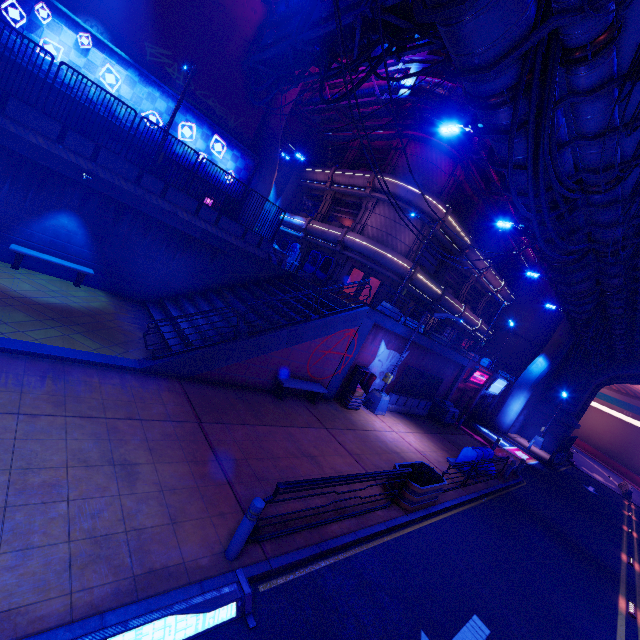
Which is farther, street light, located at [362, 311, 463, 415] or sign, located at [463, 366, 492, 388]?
sign, located at [463, 366, 492, 388]

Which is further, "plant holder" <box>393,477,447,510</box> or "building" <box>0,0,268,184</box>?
"building" <box>0,0,268,184</box>

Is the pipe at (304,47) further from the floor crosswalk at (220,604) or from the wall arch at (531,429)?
the floor crosswalk at (220,604)

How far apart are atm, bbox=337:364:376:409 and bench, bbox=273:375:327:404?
1.8m

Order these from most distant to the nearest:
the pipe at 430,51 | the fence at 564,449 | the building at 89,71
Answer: the fence at 564,449 < the building at 89,71 < the pipe at 430,51

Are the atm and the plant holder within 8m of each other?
yes

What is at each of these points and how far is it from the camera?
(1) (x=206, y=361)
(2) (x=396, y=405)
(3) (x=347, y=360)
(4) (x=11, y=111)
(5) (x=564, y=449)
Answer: (1) beam, 10.3 meters
(2) fence, 18.5 meters
(3) column, 14.6 meters
(4) fence, 10.1 meters
(5) fence, 29.6 meters

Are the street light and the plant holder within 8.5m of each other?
yes
